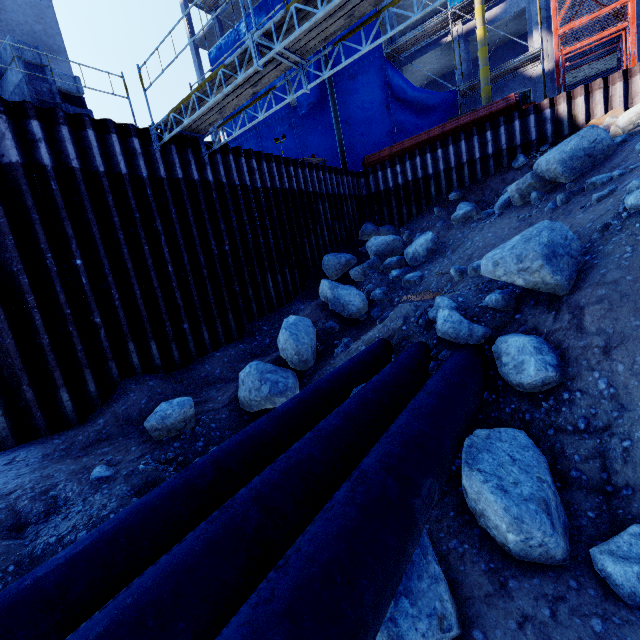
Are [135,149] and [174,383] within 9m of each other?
yes

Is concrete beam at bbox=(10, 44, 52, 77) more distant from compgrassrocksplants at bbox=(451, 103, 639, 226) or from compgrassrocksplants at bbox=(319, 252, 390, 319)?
compgrassrocksplants at bbox=(451, 103, 639, 226)

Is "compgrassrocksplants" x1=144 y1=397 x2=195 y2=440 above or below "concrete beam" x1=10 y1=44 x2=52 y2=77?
below

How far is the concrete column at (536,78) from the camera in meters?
17.6 m

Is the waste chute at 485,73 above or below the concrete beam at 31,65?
above

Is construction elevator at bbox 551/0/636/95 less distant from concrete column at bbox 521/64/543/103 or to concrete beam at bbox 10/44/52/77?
concrete column at bbox 521/64/543/103

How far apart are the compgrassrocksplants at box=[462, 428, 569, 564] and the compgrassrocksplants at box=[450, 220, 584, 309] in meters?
1.6 m

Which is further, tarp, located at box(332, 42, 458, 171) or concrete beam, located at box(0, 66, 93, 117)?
tarp, located at box(332, 42, 458, 171)
